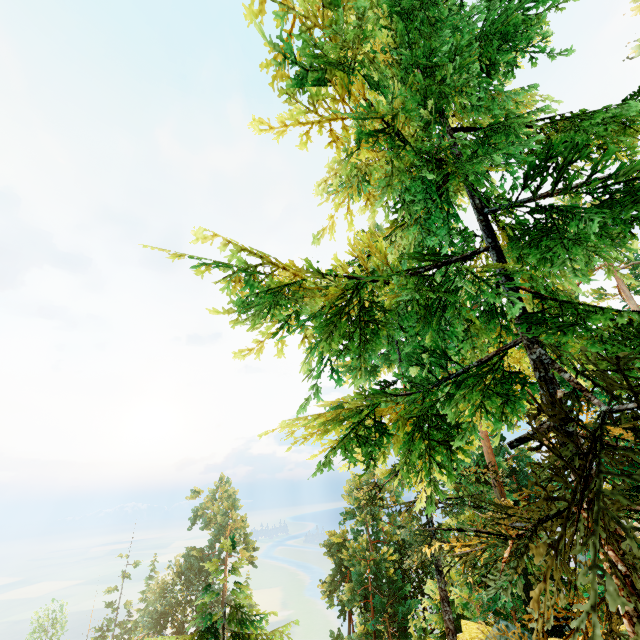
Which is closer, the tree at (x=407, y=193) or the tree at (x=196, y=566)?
the tree at (x=407, y=193)

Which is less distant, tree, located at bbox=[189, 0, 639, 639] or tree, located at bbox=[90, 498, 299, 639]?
tree, located at bbox=[189, 0, 639, 639]

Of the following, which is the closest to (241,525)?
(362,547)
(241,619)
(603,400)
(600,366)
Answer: (362,547)
